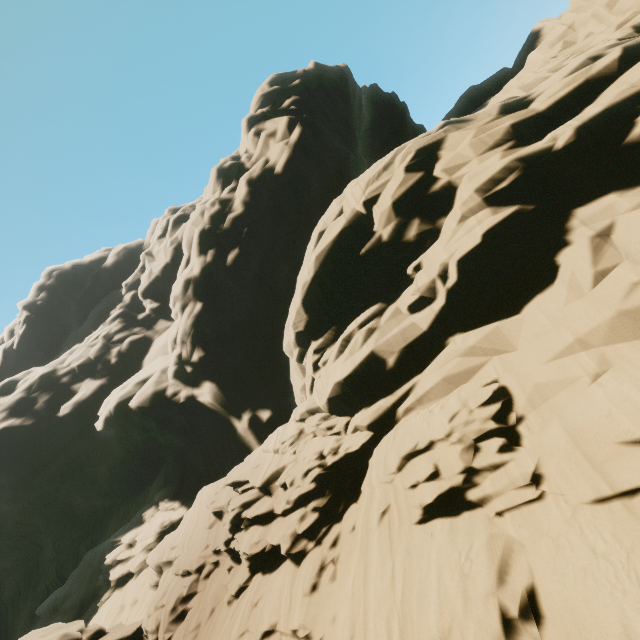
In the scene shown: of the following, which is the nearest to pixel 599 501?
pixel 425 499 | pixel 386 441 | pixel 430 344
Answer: pixel 425 499
